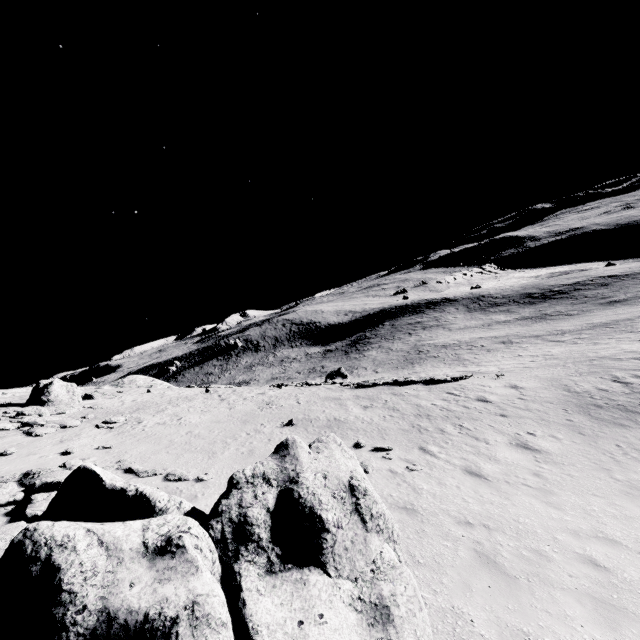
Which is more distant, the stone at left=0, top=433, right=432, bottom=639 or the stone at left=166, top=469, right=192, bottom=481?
the stone at left=166, top=469, right=192, bottom=481

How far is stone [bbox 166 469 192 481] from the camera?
10.56m

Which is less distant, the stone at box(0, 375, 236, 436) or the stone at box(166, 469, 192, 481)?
the stone at box(166, 469, 192, 481)

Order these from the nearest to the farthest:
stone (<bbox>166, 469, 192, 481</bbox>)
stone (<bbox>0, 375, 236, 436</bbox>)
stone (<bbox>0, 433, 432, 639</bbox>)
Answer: stone (<bbox>0, 433, 432, 639</bbox>) → stone (<bbox>166, 469, 192, 481</bbox>) → stone (<bbox>0, 375, 236, 436</bbox>)

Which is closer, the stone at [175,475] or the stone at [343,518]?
the stone at [343,518]

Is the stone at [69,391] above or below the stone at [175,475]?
above

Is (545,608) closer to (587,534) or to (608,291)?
(587,534)
